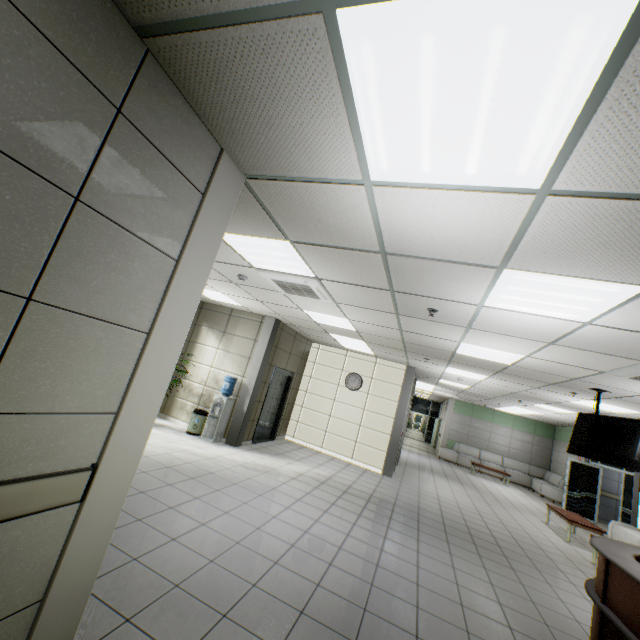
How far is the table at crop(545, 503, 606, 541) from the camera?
7.77m

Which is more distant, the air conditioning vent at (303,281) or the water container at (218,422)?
the water container at (218,422)

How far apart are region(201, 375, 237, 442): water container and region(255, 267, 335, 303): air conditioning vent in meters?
3.3

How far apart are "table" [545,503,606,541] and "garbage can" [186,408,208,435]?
9.27m

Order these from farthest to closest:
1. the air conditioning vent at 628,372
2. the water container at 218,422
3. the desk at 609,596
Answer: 1. the water container at 218,422
2. the air conditioning vent at 628,372
3. the desk at 609,596

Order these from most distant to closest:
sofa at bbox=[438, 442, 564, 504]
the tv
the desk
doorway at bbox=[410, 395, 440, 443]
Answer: doorway at bbox=[410, 395, 440, 443] → sofa at bbox=[438, 442, 564, 504] → the tv → the desk

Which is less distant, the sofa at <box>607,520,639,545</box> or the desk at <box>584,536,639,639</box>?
the desk at <box>584,536,639,639</box>

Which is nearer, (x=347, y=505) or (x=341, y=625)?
(x=341, y=625)
